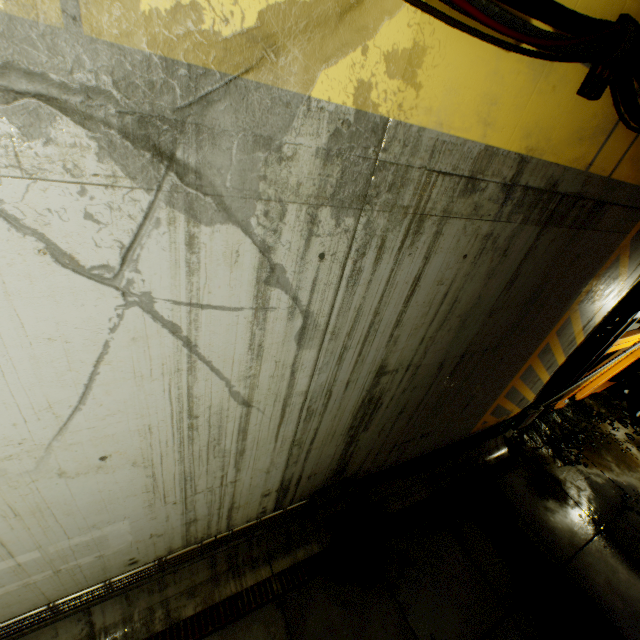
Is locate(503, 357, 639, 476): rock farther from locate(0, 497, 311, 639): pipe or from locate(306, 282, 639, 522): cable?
locate(0, 497, 311, 639): pipe

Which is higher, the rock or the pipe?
the pipe

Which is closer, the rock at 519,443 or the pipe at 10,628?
the pipe at 10,628

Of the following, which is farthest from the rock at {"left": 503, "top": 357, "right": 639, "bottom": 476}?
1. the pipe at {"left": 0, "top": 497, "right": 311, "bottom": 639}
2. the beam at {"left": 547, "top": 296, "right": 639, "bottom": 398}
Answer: the pipe at {"left": 0, "top": 497, "right": 311, "bottom": 639}

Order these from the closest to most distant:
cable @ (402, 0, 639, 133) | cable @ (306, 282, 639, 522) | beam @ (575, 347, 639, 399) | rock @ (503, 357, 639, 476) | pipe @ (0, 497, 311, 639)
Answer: cable @ (402, 0, 639, 133) → pipe @ (0, 497, 311, 639) → cable @ (306, 282, 639, 522) → rock @ (503, 357, 639, 476) → beam @ (575, 347, 639, 399)

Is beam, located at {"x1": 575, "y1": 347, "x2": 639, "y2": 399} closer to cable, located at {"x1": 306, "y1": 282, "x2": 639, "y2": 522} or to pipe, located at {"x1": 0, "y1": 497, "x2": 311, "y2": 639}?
cable, located at {"x1": 306, "y1": 282, "x2": 639, "y2": 522}

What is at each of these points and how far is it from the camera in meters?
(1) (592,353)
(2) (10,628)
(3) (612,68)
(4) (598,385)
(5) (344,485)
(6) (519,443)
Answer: (1) beam, 6.6 m
(2) pipe, 2.9 m
(3) cable, 2.0 m
(4) beam, 9.0 m
(5) cable, 4.5 m
(6) rock, 7.2 m

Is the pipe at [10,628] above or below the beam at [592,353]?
below
